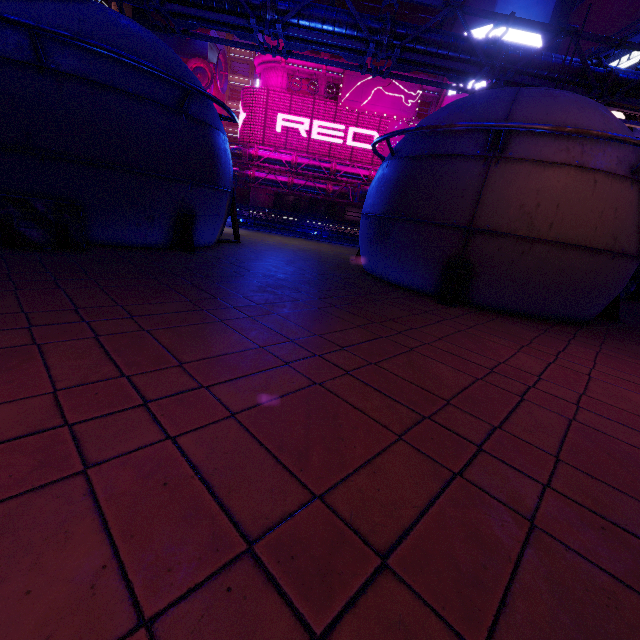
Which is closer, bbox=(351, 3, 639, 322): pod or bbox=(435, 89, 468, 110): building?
bbox=(351, 3, 639, 322): pod

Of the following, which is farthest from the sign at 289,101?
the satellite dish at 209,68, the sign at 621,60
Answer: the sign at 621,60

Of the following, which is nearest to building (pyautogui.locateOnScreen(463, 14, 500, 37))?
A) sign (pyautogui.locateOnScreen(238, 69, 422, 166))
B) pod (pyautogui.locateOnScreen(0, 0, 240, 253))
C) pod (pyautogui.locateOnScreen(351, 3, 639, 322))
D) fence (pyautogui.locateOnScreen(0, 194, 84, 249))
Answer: sign (pyautogui.locateOnScreen(238, 69, 422, 166))

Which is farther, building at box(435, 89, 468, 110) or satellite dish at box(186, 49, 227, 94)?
satellite dish at box(186, 49, 227, 94)

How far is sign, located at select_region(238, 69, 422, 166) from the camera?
39.28m

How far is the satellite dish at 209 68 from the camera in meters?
44.8 m

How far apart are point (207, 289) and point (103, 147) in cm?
417

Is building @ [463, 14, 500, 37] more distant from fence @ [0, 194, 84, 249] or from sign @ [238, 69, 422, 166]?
fence @ [0, 194, 84, 249]
